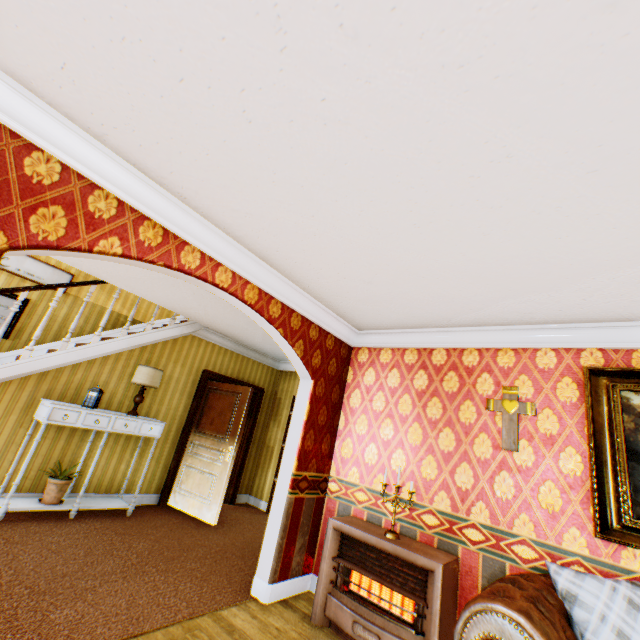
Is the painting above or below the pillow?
above

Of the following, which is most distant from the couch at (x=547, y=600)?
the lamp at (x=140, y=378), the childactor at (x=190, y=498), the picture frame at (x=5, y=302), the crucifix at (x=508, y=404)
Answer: the picture frame at (x=5, y=302)

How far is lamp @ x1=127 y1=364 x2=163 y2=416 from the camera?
5.06m

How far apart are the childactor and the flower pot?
1.8 meters

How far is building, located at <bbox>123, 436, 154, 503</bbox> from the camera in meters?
5.2 m

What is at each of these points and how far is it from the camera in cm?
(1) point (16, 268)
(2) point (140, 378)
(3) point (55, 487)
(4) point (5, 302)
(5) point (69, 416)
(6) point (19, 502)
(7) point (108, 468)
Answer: (1) picture frame, 552
(2) lamp, 507
(3) flower pot, 421
(4) picture frame, 540
(5) drawer, 425
(6) cabinet, 402
(7) building, 504

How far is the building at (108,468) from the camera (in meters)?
4.91

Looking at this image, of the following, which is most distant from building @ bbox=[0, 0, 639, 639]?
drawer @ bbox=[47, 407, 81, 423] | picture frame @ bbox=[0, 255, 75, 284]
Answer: drawer @ bbox=[47, 407, 81, 423]
